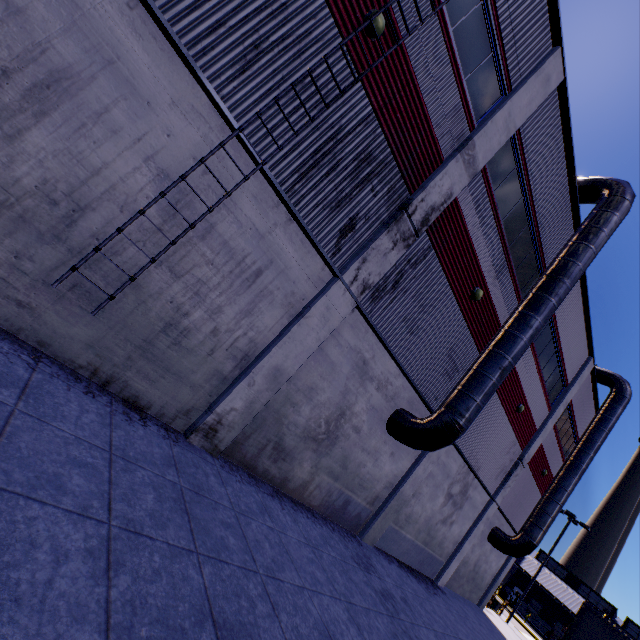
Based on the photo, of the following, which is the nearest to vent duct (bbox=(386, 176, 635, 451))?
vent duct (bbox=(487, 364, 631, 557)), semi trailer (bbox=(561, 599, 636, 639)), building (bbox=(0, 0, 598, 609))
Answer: building (bbox=(0, 0, 598, 609))

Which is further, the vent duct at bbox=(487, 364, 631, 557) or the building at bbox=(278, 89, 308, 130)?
the vent duct at bbox=(487, 364, 631, 557)

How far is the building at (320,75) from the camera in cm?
629

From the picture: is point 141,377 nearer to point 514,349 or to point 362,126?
point 362,126

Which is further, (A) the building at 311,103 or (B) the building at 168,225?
(A) the building at 311,103

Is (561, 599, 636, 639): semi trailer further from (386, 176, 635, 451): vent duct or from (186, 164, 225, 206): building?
(386, 176, 635, 451): vent duct

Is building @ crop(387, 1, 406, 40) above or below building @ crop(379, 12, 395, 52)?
above

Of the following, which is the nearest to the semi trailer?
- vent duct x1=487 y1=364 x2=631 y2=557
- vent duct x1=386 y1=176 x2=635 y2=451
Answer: vent duct x1=487 y1=364 x2=631 y2=557
